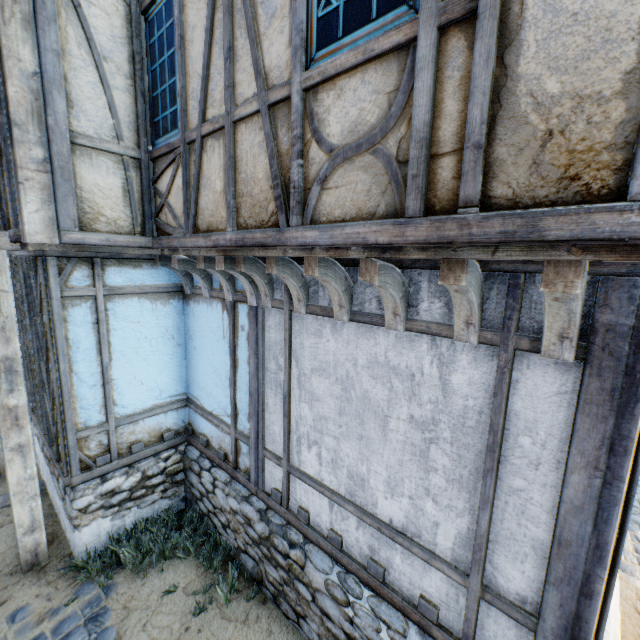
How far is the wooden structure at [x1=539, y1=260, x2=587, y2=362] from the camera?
1.4m

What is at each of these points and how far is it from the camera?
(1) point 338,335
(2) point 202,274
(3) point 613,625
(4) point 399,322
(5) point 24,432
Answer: (1) building, 2.9 meters
(2) wooden structure, 4.1 meters
(3) stone foundation, 2.7 meters
(4) wooden structure, 2.4 meters
(5) wooden structure, 3.8 meters

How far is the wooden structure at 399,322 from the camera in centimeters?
205cm

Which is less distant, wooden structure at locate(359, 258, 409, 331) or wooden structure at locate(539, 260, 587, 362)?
wooden structure at locate(539, 260, 587, 362)

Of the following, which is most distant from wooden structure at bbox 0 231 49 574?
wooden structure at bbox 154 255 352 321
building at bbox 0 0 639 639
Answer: wooden structure at bbox 154 255 352 321

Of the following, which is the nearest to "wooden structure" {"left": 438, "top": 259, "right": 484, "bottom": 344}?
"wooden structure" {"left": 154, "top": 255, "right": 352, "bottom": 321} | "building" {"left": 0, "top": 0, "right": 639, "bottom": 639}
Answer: "building" {"left": 0, "top": 0, "right": 639, "bottom": 639}

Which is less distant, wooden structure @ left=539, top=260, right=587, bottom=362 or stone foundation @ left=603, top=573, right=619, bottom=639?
wooden structure @ left=539, top=260, right=587, bottom=362

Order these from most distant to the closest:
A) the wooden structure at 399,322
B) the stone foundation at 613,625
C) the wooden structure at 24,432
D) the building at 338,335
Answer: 1. the wooden structure at 24,432
2. the stone foundation at 613,625
3. the wooden structure at 399,322
4. the building at 338,335
